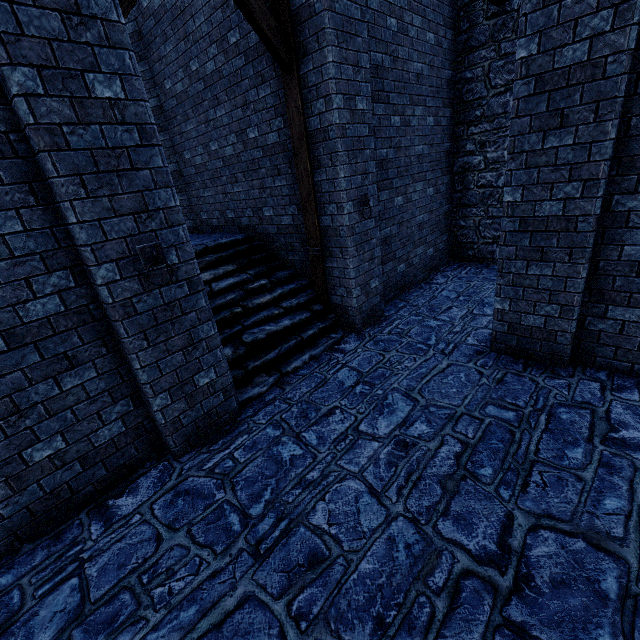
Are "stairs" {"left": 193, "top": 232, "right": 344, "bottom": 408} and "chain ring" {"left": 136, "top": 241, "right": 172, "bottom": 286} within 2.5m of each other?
yes

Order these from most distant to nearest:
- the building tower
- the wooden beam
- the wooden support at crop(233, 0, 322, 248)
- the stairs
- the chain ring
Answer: the wooden beam, the stairs, the wooden support at crop(233, 0, 322, 248), the chain ring, the building tower

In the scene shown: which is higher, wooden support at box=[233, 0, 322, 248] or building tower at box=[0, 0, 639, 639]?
wooden support at box=[233, 0, 322, 248]

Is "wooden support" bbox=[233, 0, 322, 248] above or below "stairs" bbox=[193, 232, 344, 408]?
above

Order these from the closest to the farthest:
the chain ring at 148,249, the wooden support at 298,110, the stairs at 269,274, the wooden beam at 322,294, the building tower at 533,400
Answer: the building tower at 533,400
the chain ring at 148,249
the wooden support at 298,110
the stairs at 269,274
the wooden beam at 322,294

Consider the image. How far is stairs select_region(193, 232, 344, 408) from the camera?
5.2m

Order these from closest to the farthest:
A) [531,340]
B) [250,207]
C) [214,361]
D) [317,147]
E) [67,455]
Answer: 1. [67,455]
2. [214,361]
3. [531,340]
4. [317,147]
5. [250,207]

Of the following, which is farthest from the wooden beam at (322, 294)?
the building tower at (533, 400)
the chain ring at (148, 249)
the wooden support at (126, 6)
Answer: the chain ring at (148, 249)
